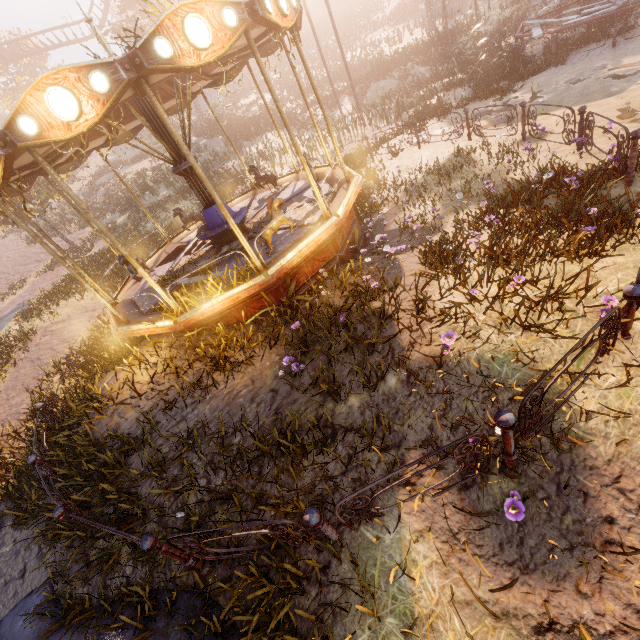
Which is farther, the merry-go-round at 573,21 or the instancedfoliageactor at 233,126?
the instancedfoliageactor at 233,126

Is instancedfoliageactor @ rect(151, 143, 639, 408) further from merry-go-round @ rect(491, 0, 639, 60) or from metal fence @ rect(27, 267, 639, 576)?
merry-go-round @ rect(491, 0, 639, 60)

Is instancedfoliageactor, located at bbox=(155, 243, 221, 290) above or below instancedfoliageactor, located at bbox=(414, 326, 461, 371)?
above

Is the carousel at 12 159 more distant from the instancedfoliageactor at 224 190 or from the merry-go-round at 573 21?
the merry-go-round at 573 21

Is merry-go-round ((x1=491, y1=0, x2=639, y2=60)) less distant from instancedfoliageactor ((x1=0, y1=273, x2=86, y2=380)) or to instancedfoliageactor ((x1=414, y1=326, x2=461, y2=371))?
instancedfoliageactor ((x1=0, y1=273, x2=86, y2=380))

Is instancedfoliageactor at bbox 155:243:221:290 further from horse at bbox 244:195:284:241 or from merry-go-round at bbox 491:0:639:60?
merry-go-round at bbox 491:0:639:60

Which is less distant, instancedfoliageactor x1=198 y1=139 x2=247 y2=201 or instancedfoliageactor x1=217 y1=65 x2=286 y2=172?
instancedfoliageactor x1=198 y1=139 x2=247 y2=201

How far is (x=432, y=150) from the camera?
11.33m
